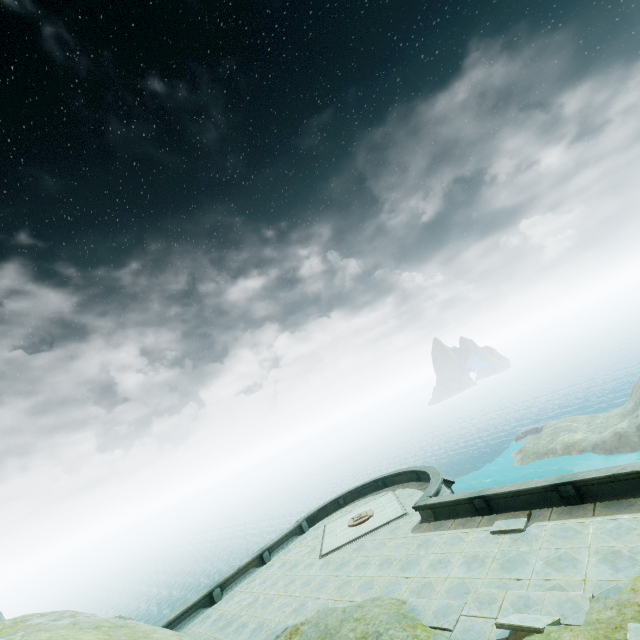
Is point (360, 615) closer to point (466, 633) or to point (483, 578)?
point (466, 633)
